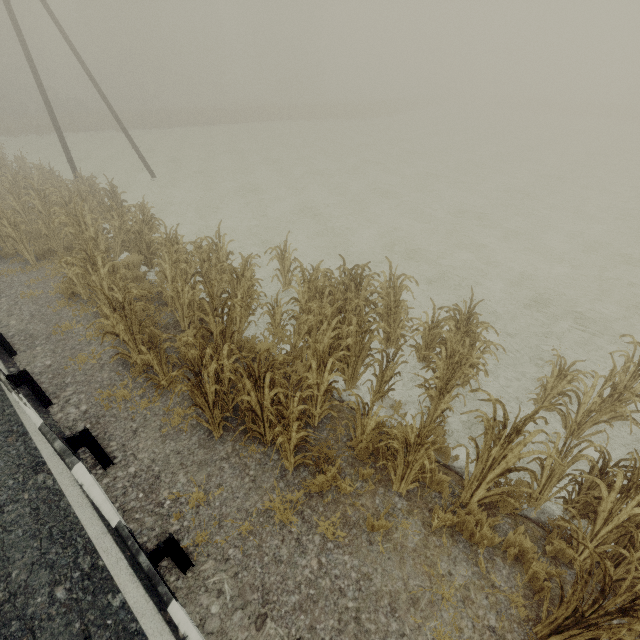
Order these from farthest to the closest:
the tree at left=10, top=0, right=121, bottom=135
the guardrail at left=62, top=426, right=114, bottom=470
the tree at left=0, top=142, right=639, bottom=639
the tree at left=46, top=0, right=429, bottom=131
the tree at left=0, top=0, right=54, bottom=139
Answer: the tree at left=46, top=0, right=429, bottom=131
the tree at left=10, top=0, right=121, bottom=135
the tree at left=0, top=0, right=54, bottom=139
the guardrail at left=62, top=426, right=114, bottom=470
the tree at left=0, top=142, right=639, bottom=639

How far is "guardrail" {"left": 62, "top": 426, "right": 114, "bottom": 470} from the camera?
4.15m

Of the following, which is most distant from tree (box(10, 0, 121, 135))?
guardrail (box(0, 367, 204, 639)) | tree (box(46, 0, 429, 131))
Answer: tree (box(46, 0, 429, 131))

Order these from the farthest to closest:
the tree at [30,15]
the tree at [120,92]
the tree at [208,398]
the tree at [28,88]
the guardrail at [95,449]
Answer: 1. the tree at [120,92]
2. the tree at [30,15]
3. the tree at [28,88]
4. the guardrail at [95,449]
5. the tree at [208,398]

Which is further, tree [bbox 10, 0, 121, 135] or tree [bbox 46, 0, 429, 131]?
tree [bbox 46, 0, 429, 131]

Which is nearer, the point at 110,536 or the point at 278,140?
the point at 110,536

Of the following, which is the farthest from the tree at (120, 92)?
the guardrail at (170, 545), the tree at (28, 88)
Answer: the guardrail at (170, 545)
